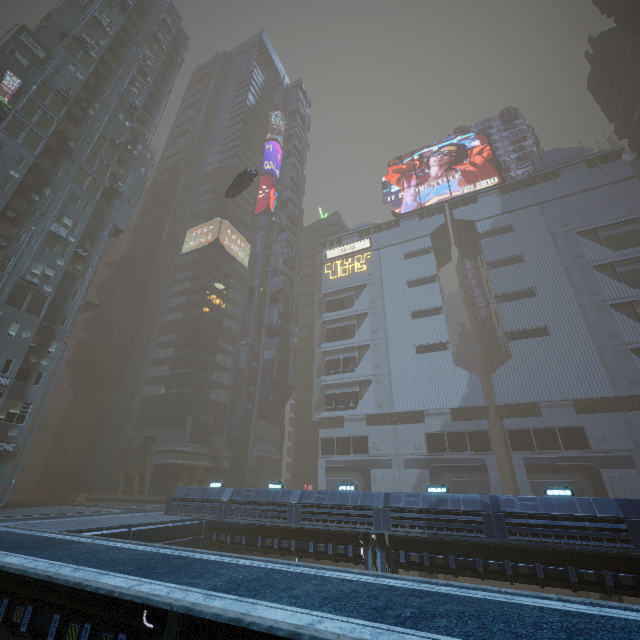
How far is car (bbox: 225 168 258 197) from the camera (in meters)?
33.28

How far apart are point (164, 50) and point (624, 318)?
75.7m

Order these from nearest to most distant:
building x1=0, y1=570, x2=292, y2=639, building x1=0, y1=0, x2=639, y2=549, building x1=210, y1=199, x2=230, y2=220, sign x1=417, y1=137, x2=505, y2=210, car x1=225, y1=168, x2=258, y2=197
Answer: building x1=0, y1=570, x2=292, y2=639, building x1=0, y1=0, x2=639, y2=549, car x1=225, y1=168, x2=258, y2=197, sign x1=417, y1=137, x2=505, y2=210, building x1=210, y1=199, x2=230, y2=220

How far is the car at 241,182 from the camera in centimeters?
3328cm

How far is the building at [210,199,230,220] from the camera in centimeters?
5869cm

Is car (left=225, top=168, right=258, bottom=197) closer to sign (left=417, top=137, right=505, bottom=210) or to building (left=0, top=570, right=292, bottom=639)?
building (left=0, top=570, right=292, bottom=639)

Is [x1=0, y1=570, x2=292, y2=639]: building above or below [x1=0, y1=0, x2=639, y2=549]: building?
below

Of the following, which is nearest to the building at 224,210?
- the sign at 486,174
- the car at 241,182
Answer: the sign at 486,174
